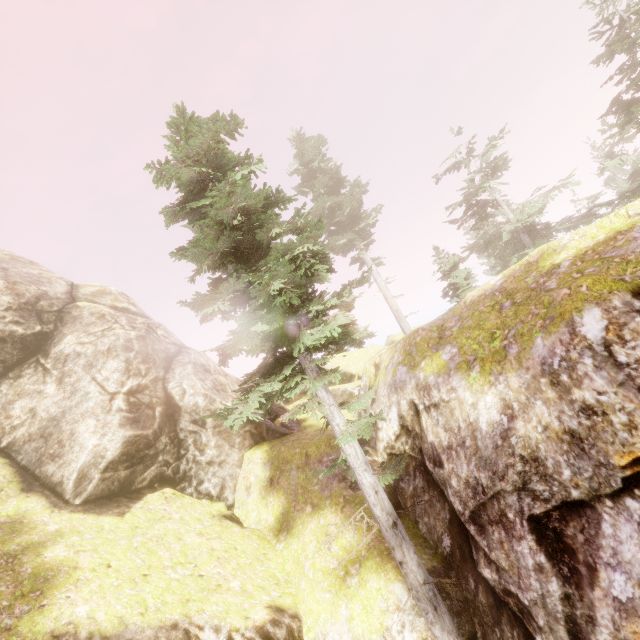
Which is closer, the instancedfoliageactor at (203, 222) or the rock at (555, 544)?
the rock at (555, 544)

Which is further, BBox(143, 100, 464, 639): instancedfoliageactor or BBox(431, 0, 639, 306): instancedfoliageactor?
BBox(431, 0, 639, 306): instancedfoliageactor

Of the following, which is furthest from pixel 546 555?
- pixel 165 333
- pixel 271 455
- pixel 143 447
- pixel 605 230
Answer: pixel 165 333

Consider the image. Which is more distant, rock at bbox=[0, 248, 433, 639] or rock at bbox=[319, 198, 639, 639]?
rock at bbox=[0, 248, 433, 639]

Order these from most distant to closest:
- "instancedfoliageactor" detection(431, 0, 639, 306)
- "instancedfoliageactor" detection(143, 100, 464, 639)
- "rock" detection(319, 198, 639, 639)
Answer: "instancedfoliageactor" detection(431, 0, 639, 306) → "instancedfoliageactor" detection(143, 100, 464, 639) → "rock" detection(319, 198, 639, 639)

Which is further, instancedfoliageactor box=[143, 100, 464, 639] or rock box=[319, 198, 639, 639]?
instancedfoliageactor box=[143, 100, 464, 639]

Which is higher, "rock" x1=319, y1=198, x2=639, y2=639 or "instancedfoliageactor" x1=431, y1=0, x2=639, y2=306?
"instancedfoliageactor" x1=431, y1=0, x2=639, y2=306
